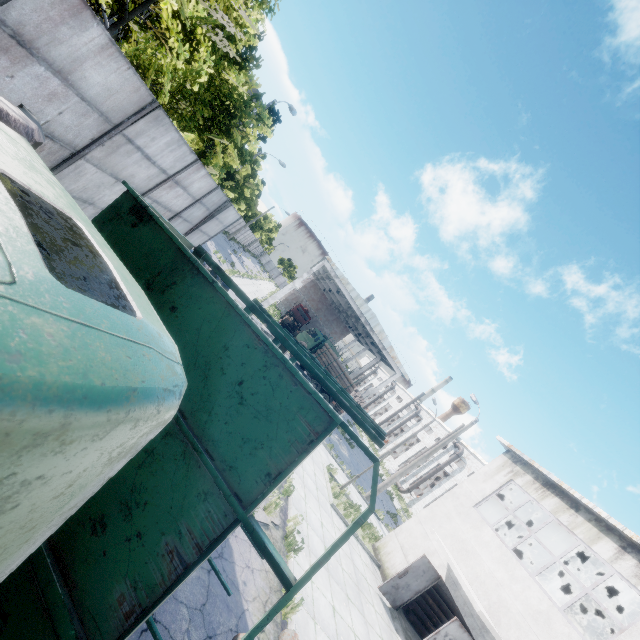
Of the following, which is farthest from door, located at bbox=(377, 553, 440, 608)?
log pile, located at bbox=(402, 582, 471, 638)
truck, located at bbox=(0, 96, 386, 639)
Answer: truck, located at bbox=(0, 96, 386, 639)

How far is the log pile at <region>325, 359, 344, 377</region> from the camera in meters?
27.5

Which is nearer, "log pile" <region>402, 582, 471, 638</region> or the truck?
the truck

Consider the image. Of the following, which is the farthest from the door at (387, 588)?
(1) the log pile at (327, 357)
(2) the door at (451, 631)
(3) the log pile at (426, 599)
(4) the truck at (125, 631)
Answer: (1) the log pile at (327, 357)

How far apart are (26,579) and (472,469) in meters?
46.1 m

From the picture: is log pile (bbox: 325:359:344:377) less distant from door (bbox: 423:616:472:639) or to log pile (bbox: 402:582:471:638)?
log pile (bbox: 402:582:471:638)

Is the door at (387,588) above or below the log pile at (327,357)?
below

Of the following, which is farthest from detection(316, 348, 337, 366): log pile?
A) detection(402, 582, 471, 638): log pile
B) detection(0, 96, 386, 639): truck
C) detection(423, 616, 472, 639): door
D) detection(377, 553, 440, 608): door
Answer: detection(0, 96, 386, 639): truck
